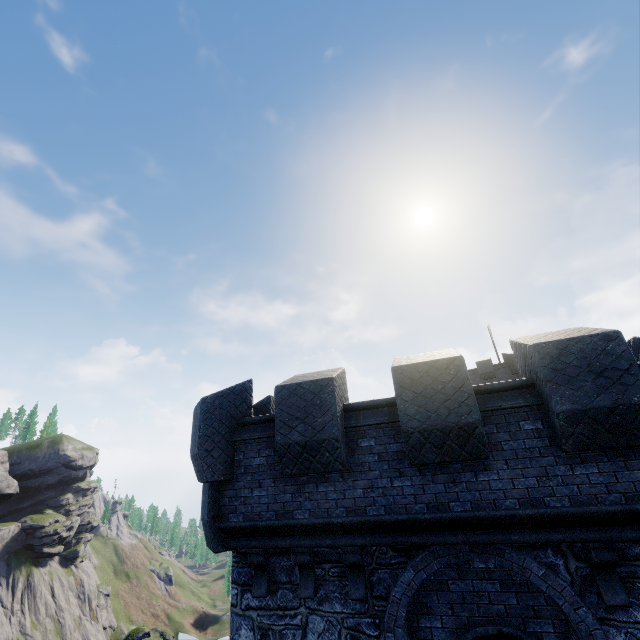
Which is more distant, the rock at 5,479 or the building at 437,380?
the rock at 5,479

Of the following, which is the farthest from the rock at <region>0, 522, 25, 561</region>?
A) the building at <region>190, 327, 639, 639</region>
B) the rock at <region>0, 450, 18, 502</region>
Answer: the building at <region>190, 327, 639, 639</region>

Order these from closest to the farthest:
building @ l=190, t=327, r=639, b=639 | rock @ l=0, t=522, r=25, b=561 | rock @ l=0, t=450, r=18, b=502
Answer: building @ l=190, t=327, r=639, b=639, rock @ l=0, t=522, r=25, b=561, rock @ l=0, t=450, r=18, b=502

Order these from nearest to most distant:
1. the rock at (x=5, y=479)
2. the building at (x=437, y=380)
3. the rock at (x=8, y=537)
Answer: the building at (x=437, y=380) → the rock at (x=8, y=537) → the rock at (x=5, y=479)

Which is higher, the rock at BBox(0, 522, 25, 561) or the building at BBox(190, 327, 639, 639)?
the building at BBox(190, 327, 639, 639)

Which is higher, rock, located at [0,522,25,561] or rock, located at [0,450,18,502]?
rock, located at [0,450,18,502]

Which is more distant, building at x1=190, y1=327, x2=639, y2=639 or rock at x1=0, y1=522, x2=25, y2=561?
rock at x1=0, y1=522, x2=25, y2=561

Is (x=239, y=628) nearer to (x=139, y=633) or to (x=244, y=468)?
(x=244, y=468)
